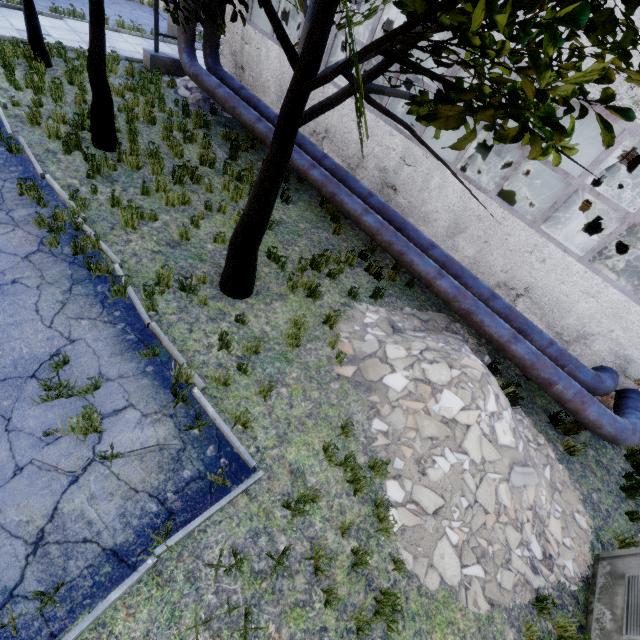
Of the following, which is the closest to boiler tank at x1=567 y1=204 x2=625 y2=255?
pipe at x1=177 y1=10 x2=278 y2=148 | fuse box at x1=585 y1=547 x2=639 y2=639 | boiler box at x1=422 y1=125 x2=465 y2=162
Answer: boiler box at x1=422 y1=125 x2=465 y2=162

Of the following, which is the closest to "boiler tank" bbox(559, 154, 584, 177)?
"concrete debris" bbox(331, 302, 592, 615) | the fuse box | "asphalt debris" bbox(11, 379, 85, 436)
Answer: "concrete debris" bbox(331, 302, 592, 615)

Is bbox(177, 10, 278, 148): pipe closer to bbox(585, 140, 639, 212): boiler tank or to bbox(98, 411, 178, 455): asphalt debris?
bbox(98, 411, 178, 455): asphalt debris

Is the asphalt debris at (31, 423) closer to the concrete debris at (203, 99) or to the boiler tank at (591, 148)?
the concrete debris at (203, 99)

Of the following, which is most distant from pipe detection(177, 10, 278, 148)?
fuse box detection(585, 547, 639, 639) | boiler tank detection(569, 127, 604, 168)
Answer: boiler tank detection(569, 127, 604, 168)

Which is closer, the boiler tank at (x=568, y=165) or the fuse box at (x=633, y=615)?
the fuse box at (x=633, y=615)

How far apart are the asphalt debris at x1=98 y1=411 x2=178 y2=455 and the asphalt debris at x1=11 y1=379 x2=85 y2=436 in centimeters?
21cm

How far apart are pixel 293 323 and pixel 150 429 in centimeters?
302cm
